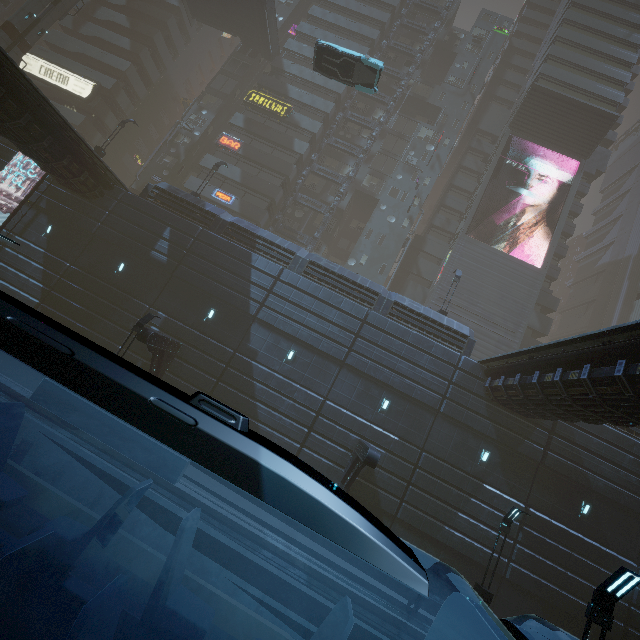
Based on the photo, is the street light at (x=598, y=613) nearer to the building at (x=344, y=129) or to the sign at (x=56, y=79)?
the building at (x=344, y=129)

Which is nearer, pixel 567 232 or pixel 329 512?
pixel 329 512

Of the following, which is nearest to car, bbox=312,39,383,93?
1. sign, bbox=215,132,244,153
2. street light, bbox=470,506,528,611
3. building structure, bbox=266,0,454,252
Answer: sign, bbox=215,132,244,153

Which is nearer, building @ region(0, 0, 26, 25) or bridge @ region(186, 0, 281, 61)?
bridge @ region(186, 0, 281, 61)

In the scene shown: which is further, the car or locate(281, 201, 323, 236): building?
locate(281, 201, 323, 236): building

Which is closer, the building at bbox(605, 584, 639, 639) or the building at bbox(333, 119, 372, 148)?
the building at bbox(605, 584, 639, 639)

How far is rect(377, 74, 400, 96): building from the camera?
39.6m

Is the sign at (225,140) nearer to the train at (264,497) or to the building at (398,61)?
the building at (398,61)
